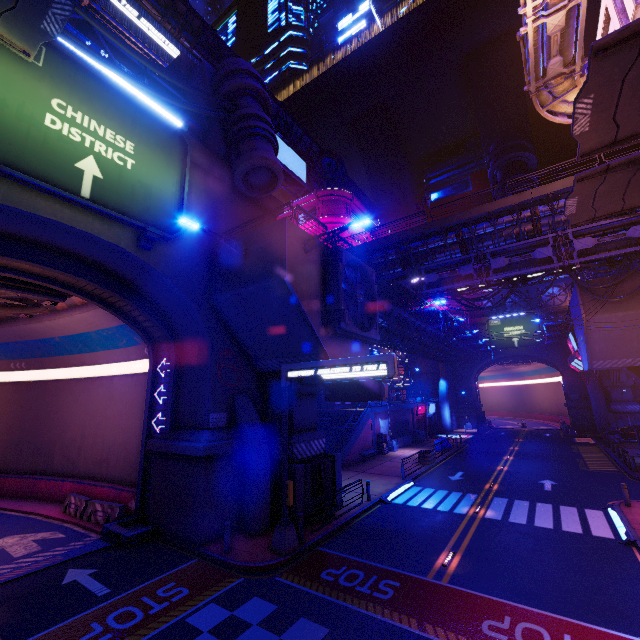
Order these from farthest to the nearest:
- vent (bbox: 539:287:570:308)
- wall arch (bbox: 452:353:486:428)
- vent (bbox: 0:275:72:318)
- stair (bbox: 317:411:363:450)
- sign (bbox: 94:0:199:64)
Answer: wall arch (bbox: 452:353:486:428) → vent (bbox: 539:287:570:308) → stair (bbox: 317:411:363:450) → sign (bbox: 94:0:199:64) → vent (bbox: 0:275:72:318)

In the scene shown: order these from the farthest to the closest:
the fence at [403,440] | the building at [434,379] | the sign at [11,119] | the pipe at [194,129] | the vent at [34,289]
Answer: the building at [434,379] < the fence at [403,440] < the pipe at [194,129] < the vent at [34,289] < the sign at [11,119]

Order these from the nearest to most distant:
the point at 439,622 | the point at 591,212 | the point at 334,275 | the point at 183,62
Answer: the point at 439,622 < the point at 591,212 < the point at 334,275 < the point at 183,62

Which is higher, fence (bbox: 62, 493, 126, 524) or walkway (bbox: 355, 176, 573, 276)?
walkway (bbox: 355, 176, 573, 276)

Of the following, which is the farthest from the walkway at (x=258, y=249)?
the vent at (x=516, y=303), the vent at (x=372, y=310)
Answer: the vent at (x=516, y=303)

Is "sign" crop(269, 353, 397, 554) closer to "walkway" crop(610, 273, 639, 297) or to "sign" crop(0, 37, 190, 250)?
"sign" crop(0, 37, 190, 250)

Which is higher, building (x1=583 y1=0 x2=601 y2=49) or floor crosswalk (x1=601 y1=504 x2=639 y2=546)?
building (x1=583 y1=0 x2=601 y2=49)

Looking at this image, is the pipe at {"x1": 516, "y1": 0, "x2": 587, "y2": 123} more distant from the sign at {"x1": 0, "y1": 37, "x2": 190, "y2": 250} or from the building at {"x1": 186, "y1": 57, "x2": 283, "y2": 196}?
the sign at {"x1": 0, "y1": 37, "x2": 190, "y2": 250}
